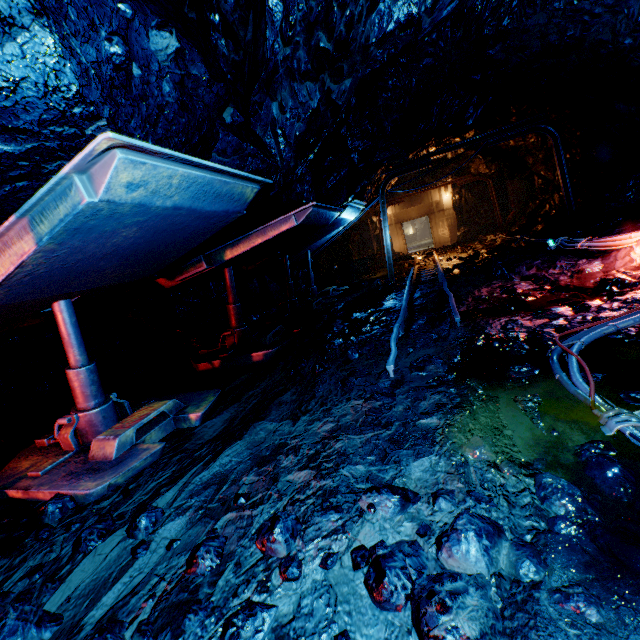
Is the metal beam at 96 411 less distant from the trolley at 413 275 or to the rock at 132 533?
the rock at 132 533

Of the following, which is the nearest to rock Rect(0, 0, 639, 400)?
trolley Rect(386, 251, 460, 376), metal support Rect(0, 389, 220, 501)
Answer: trolley Rect(386, 251, 460, 376)

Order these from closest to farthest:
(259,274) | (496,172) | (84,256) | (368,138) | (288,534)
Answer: (288,534) → (84,256) → (368,138) → (259,274) → (496,172)

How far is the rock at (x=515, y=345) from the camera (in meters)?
3.36

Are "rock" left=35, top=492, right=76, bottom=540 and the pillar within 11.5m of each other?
no

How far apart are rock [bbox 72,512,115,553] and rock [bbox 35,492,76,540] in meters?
0.3

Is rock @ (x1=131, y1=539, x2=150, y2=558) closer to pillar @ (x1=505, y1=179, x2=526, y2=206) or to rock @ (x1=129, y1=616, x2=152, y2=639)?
rock @ (x1=129, y1=616, x2=152, y2=639)
